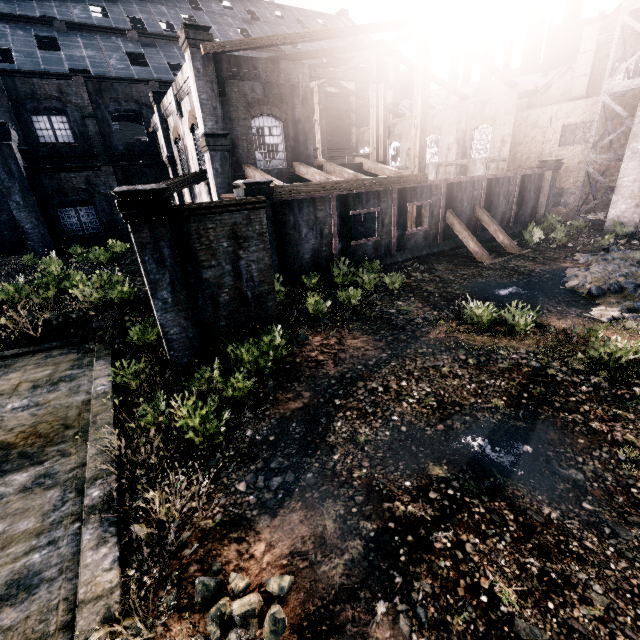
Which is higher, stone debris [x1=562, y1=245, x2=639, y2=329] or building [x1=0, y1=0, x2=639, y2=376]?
building [x1=0, y1=0, x2=639, y2=376]

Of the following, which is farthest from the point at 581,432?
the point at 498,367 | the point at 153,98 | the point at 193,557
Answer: the point at 153,98

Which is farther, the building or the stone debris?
the stone debris

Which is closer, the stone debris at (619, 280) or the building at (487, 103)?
the building at (487, 103)

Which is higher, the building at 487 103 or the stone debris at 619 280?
the building at 487 103
